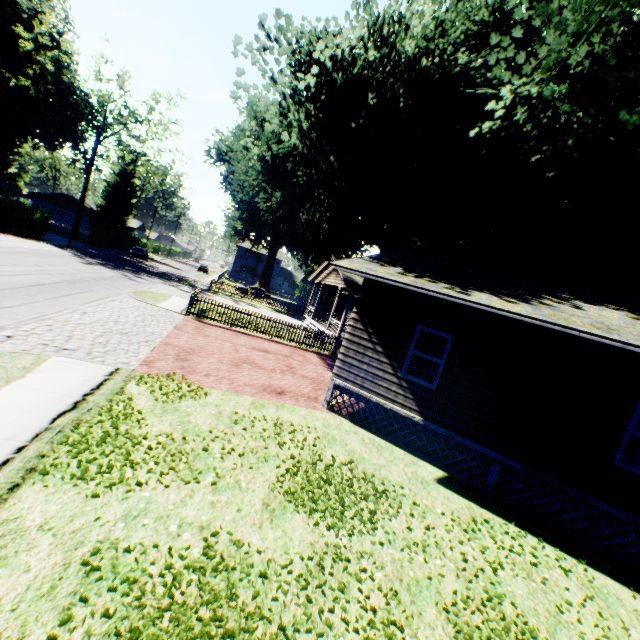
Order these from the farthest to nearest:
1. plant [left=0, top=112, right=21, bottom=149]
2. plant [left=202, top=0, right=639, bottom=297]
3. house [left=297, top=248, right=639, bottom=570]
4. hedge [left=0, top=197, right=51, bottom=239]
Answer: plant [left=0, top=112, right=21, bottom=149] → hedge [left=0, top=197, right=51, bottom=239] → plant [left=202, top=0, right=639, bottom=297] → house [left=297, top=248, right=639, bottom=570]

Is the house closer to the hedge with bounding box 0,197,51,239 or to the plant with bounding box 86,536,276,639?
the plant with bounding box 86,536,276,639

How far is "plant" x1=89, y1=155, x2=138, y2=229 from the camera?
57.6m

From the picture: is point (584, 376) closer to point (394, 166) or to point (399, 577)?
point (399, 577)

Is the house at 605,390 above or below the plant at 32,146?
below

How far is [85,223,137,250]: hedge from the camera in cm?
4394

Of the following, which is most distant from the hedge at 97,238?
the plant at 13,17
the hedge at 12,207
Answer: the hedge at 12,207

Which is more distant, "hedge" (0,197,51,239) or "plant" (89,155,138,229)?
"plant" (89,155,138,229)
